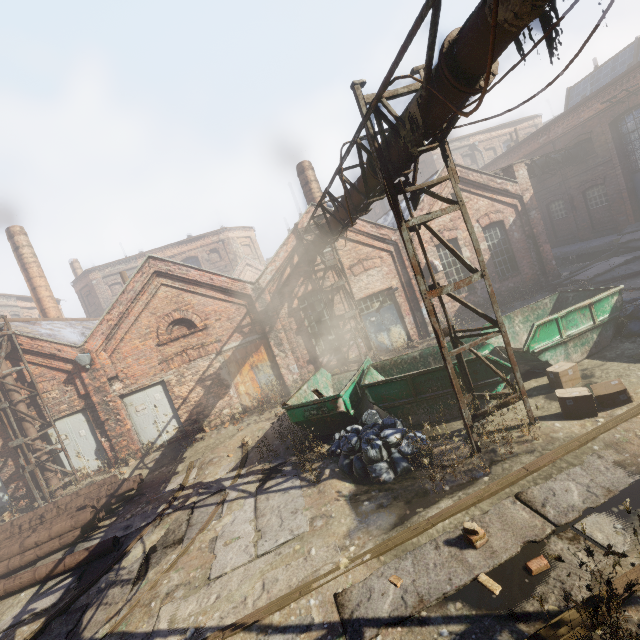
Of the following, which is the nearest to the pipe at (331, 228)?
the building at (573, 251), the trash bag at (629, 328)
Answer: the trash bag at (629, 328)

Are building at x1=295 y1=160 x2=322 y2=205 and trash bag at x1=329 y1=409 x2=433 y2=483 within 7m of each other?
no

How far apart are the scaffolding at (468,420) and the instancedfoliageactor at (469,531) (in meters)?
1.23

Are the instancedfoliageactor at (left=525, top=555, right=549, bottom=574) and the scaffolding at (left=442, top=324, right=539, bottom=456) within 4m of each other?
yes

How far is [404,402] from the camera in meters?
7.9 m

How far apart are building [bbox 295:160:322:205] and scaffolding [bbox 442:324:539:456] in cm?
1089

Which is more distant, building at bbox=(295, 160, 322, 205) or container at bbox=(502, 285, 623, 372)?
building at bbox=(295, 160, 322, 205)

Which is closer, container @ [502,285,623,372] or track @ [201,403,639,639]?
track @ [201,403,639,639]
